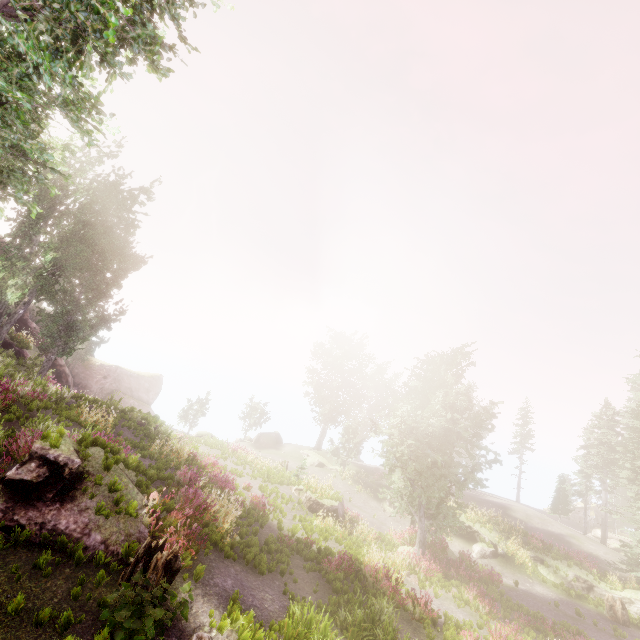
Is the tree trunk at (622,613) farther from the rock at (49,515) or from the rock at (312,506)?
the rock at (49,515)

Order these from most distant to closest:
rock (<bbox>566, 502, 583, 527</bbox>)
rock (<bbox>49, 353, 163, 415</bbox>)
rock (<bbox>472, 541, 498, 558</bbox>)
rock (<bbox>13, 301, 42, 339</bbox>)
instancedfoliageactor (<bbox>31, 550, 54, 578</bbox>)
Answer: rock (<bbox>566, 502, 583, 527</bbox>) < rock (<bbox>49, 353, 163, 415</bbox>) < rock (<bbox>13, 301, 42, 339</bbox>) < rock (<bbox>472, 541, 498, 558</bbox>) < instancedfoliageactor (<bbox>31, 550, 54, 578</bbox>)

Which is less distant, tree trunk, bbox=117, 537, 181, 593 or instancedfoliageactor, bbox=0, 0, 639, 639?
tree trunk, bbox=117, 537, 181, 593

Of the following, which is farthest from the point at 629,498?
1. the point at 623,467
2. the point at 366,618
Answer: the point at 366,618

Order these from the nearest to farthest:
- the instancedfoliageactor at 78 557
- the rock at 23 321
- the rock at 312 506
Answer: the instancedfoliageactor at 78 557 < the rock at 312 506 < the rock at 23 321

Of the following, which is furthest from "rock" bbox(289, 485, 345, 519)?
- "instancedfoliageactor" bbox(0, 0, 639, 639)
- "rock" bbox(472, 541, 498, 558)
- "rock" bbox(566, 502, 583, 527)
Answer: "rock" bbox(566, 502, 583, 527)

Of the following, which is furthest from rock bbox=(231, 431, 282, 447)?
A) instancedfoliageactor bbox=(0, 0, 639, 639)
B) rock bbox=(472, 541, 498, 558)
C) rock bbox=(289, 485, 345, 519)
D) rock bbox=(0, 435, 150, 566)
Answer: rock bbox=(472, 541, 498, 558)

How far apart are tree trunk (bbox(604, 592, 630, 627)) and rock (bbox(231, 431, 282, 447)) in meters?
30.3
